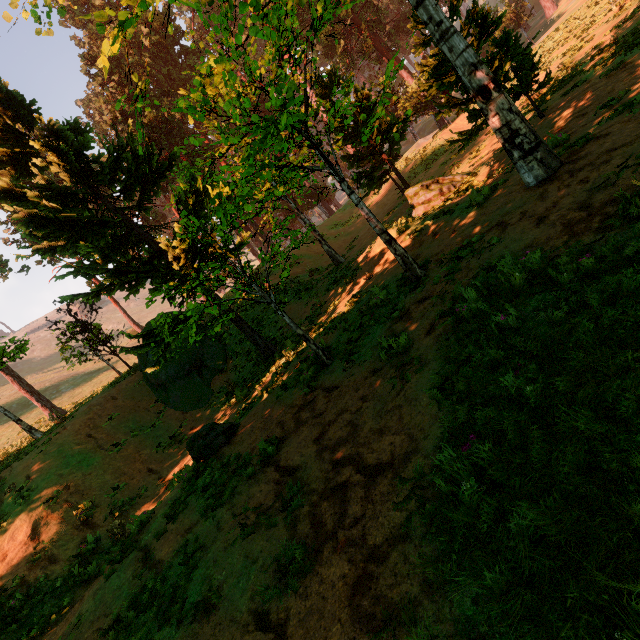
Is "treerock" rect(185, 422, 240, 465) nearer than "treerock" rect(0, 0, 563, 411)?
No

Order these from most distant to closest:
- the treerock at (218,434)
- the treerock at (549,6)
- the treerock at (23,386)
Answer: the treerock at (549,6) → the treerock at (23,386) → the treerock at (218,434)

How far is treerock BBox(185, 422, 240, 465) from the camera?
8.45m

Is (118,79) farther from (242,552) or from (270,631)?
(270,631)

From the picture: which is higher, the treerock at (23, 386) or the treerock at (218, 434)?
the treerock at (23, 386)

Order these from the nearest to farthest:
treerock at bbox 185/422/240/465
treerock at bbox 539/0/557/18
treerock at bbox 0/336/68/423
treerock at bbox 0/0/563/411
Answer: treerock at bbox 0/0/563/411 < treerock at bbox 185/422/240/465 < treerock at bbox 0/336/68/423 < treerock at bbox 539/0/557/18
